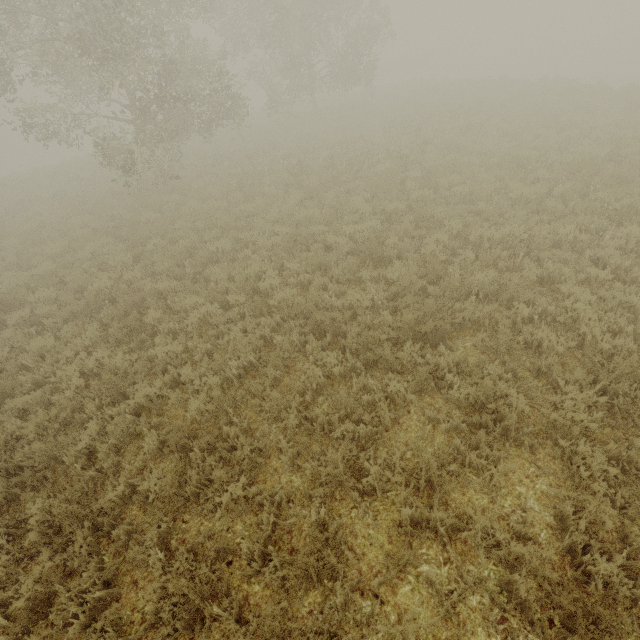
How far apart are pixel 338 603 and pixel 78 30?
21.0m
